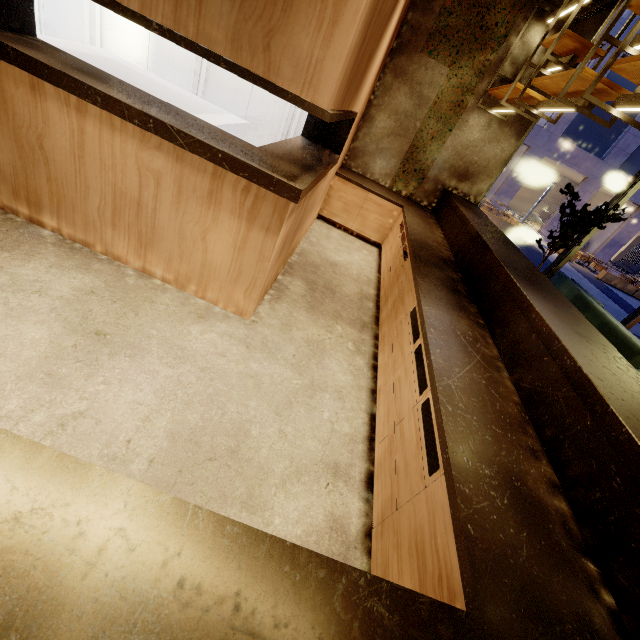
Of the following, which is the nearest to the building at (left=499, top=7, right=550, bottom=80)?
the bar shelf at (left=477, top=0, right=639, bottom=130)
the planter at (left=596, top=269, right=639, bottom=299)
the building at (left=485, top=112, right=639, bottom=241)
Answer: the bar shelf at (left=477, top=0, right=639, bottom=130)

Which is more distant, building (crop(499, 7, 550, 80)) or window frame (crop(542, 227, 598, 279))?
window frame (crop(542, 227, 598, 279))

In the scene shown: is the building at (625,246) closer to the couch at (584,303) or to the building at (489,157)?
the building at (489,157)

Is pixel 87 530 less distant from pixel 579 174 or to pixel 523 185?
pixel 579 174

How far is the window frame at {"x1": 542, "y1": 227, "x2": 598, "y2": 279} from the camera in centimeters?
555cm

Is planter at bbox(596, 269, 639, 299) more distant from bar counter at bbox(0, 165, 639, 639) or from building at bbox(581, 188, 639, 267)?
bar counter at bbox(0, 165, 639, 639)

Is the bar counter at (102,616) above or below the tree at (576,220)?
below

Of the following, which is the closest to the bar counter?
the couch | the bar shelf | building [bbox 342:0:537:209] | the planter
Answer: building [bbox 342:0:537:209]
